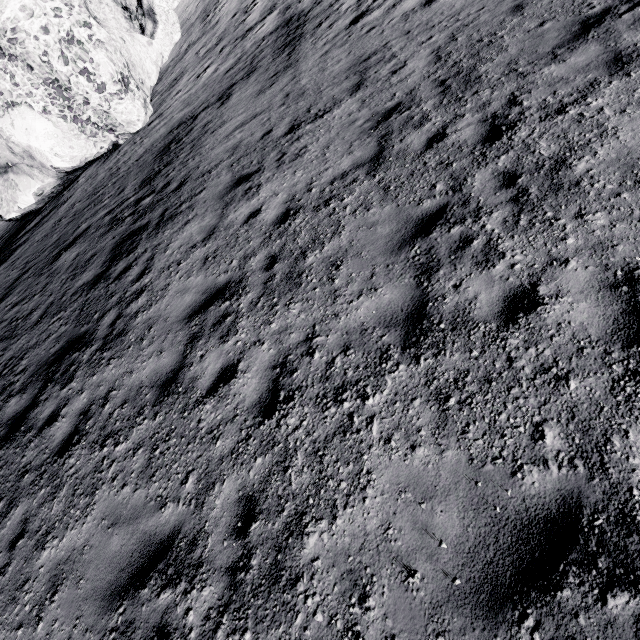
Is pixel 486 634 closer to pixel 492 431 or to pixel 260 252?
pixel 492 431
